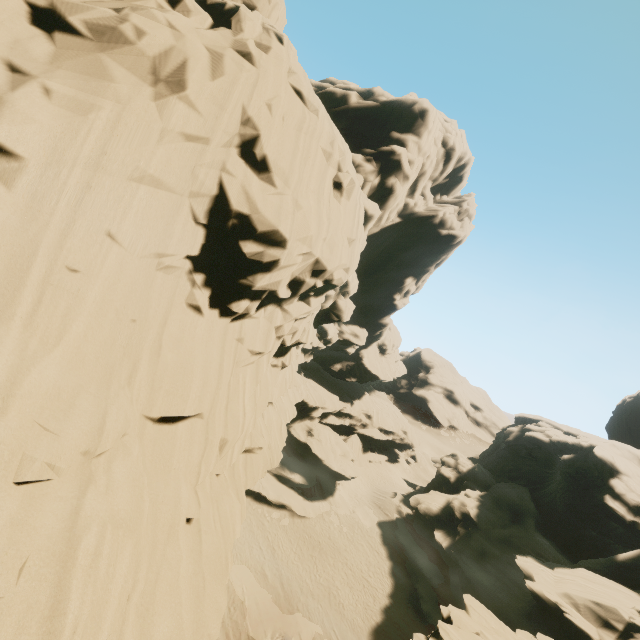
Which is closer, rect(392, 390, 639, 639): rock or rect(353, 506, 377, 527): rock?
rect(392, 390, 639, 639): rock

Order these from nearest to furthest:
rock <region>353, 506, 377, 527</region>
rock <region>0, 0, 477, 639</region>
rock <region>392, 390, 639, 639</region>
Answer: rock <region>0, 0, 477, 639</region>
rock <region>392, 390, 639, 639</region>
rock <region>353, 506, 377, 527</region>

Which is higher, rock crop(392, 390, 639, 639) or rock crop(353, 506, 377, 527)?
rock crop(392, 390, 639, 639)

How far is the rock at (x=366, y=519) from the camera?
Result: 35.3 meters

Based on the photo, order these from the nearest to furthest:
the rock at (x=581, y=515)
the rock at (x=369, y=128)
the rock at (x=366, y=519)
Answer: the rock at (x=369, y=128)
the rock at (x=581, y=515)
the rock at (x=366, y=519)

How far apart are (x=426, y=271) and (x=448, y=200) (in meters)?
10.15
